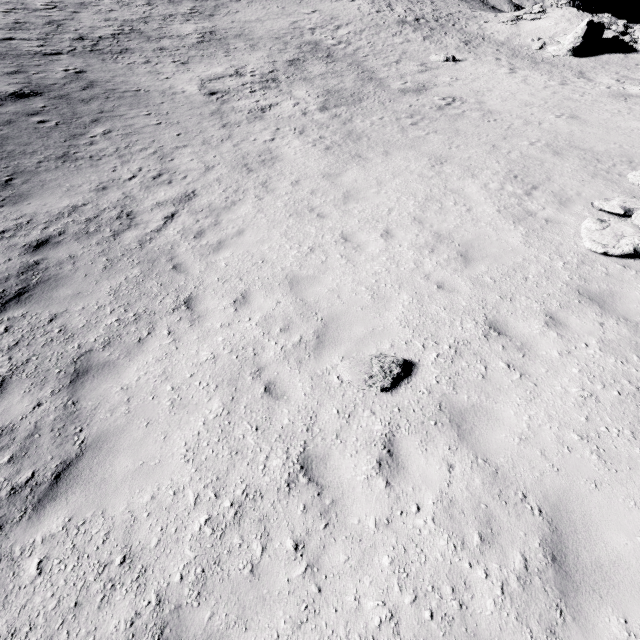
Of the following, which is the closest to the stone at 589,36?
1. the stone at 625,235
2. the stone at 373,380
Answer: the stone at 625,235

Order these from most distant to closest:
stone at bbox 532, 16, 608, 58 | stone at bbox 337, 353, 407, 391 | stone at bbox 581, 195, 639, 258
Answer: stone at bbox 532, 16, 608, 58 → stone at bbox 581, 195, 639, 258 → stone at bbox 337, 353, 407, 391

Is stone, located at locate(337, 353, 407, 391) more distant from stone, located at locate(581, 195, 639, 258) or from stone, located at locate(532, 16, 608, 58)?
stone, located at locate(532, 16, 608, 58)

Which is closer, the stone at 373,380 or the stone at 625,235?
the stone at 373,380

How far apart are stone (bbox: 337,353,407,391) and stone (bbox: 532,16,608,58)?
35.1 meters

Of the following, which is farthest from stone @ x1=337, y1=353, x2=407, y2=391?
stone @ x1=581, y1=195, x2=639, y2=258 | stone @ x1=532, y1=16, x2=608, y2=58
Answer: stone @ x1=532, y1=16, x2=608, y2=58

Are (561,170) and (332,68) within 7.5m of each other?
no
